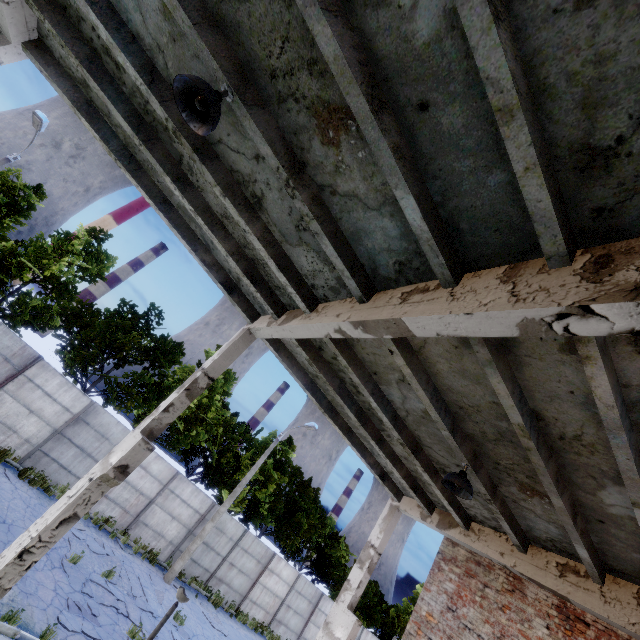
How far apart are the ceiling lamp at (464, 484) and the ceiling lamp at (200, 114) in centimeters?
620cm

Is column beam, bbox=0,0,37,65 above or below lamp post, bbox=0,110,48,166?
below

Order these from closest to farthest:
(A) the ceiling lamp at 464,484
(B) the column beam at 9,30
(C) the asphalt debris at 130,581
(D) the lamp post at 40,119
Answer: (B) the column beam at 9,30 → (A) the ceiling lamp at 464,484 → (C) the asphalt debris at 130,581 → (D) the lamp post at 40,119

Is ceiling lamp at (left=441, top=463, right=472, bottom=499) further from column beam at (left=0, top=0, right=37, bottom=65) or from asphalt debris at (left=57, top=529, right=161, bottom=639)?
asphalt debris at (left=57, top=529, right=161, bottom=639)

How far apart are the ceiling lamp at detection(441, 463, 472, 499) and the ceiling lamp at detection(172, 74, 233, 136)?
6.2m

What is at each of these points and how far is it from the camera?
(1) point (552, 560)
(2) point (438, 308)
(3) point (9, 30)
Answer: (1) column beam, 6.6 meters
(2) column beam, 3.3 meters
(3) column beam, 4.6 meters

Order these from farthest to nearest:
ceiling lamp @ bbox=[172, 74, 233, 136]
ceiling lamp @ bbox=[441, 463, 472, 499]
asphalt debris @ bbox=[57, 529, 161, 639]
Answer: asphalt debris @ bbox=[57, 529, 161, 639]
ceiling lamp @ bbox=[441, 463, 472, 499]
ceiling lamp @ bbox=[172, 74, 233, 136]

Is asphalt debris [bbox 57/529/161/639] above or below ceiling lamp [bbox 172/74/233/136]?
below
